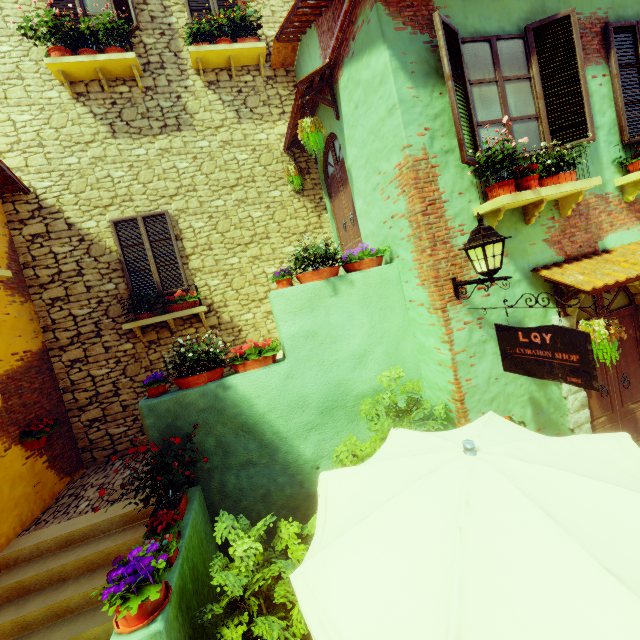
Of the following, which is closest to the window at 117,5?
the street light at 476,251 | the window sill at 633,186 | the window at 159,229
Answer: the window at 159,229

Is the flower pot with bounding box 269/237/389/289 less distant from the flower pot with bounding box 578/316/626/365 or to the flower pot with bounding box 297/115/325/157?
the flower pot with bounding box 297/115/325/157

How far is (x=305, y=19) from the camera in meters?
5.5

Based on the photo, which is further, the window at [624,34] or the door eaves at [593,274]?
the window at [624,34]

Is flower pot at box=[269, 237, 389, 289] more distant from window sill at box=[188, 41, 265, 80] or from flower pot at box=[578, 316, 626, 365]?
window sill at box=[188, 41, 265, 80]

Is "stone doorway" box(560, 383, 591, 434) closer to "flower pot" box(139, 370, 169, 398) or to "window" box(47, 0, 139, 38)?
"flower pot" box(139, 370, 169, 398)

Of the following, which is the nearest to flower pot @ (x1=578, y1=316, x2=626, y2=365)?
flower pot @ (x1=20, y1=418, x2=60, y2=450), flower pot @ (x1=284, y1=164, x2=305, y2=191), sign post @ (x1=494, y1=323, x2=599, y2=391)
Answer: sign post @ (x1=494, y1=323, x2=599, y2=391)

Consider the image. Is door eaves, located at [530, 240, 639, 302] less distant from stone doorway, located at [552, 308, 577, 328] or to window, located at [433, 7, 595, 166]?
stone doorway, located at [552, 308, 577, 328]
